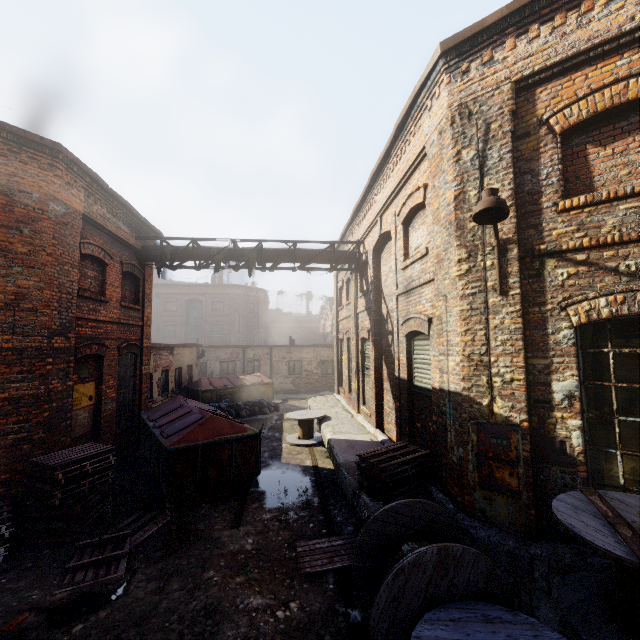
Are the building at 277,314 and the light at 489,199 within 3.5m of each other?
no

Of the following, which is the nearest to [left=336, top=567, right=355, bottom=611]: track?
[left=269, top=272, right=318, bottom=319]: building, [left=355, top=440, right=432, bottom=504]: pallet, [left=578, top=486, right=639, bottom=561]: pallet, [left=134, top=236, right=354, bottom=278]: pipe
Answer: [left=355, top=440, right=432, bottom=504]: pallet

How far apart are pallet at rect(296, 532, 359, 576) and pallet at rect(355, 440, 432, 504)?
0.7m

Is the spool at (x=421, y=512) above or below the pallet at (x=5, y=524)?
above

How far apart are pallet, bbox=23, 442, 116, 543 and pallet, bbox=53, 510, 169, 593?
0.5 meters

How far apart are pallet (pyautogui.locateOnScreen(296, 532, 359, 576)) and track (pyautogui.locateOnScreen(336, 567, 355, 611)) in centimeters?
4cm

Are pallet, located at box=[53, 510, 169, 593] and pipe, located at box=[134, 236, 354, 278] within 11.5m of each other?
yes

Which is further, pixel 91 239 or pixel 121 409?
pixel 121 409
